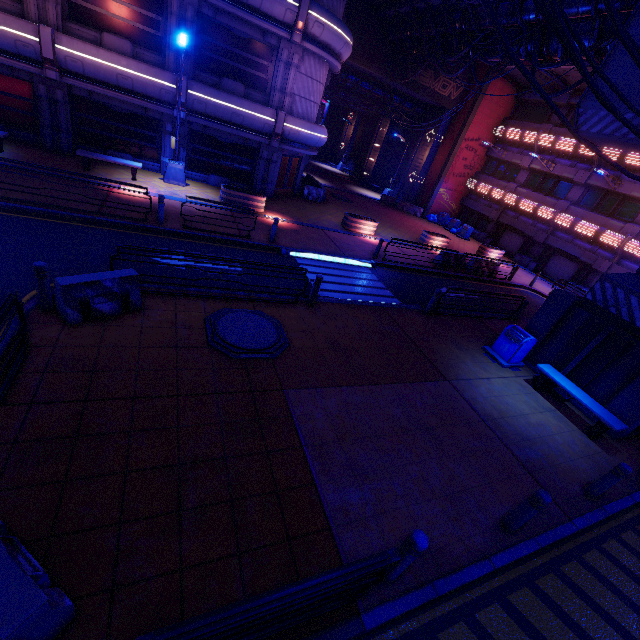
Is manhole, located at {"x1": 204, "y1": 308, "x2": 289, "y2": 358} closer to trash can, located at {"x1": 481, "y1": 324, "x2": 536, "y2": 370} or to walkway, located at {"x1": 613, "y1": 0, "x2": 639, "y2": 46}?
trash can, located at {"x1": 481, "y1": 324, "x2": 536, "y2": 370}

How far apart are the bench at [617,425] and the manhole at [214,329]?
7.9 meters

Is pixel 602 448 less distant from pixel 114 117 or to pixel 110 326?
pixel 110 326

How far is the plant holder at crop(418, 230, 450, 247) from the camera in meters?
22.1 m

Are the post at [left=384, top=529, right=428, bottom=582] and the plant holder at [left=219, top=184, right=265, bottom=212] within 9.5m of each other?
no

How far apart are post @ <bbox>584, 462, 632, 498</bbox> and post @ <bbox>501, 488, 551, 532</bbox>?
2.64m

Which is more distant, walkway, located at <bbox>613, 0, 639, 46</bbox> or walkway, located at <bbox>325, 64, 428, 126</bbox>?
walkway, located at <bbox>325, 64, 428, 126</bbox>

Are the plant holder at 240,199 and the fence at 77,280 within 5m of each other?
no
